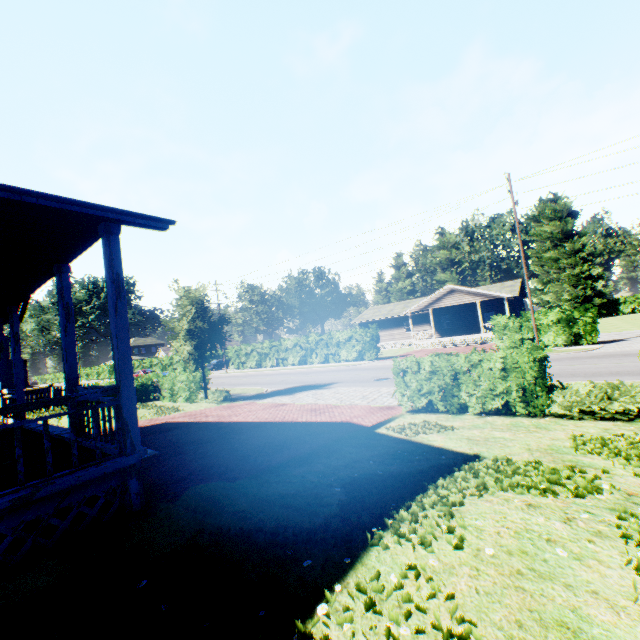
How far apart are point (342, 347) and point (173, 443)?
24.5m

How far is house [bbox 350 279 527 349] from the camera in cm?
3369

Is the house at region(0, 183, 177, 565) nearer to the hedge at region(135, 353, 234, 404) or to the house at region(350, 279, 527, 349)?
the hedge at region(135, 353, 234, 404)

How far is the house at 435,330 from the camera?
33.7m

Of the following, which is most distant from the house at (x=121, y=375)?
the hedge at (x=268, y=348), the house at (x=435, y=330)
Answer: the house at (x=435, y=330)

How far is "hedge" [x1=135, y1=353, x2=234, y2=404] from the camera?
17.92m

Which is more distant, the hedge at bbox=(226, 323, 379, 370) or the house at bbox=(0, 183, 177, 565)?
the hedge at bbox=(226, 323, 379, 370)
